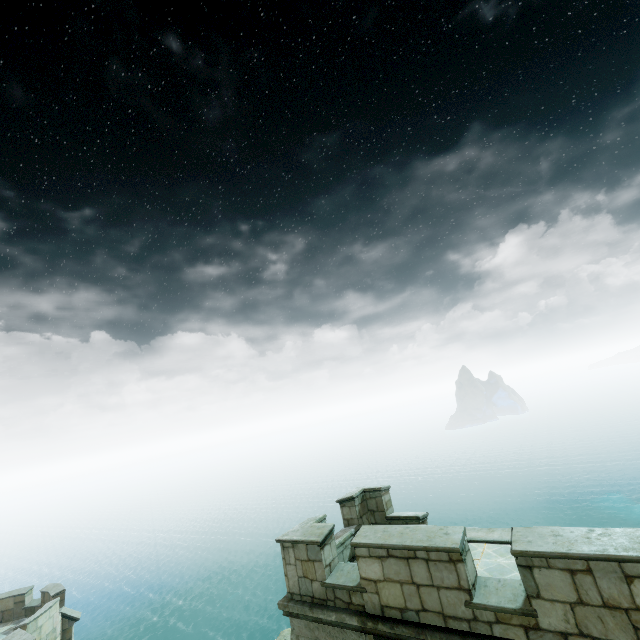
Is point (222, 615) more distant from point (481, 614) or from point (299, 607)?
point (481, 614)
